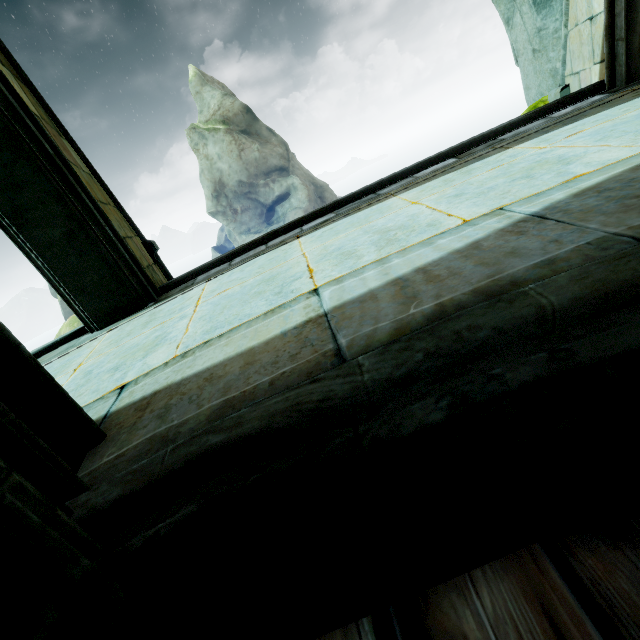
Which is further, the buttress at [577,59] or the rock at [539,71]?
the rock at [539,71]

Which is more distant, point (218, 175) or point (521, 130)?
point (218, 175)

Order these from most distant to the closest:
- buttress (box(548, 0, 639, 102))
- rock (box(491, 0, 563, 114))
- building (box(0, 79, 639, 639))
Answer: rock (box(491, 0, 563, 114)) < buttress (box(548, 0, 639, 102)) < building (box(0, 79, 639, 639))

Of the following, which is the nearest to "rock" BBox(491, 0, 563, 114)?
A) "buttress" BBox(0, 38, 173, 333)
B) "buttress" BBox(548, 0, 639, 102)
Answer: "buttress" BBox(548, 0, 639, 102)

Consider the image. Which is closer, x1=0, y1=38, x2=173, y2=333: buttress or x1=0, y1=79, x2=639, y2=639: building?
x1=0, y1=79, x2=639, y2=639: building

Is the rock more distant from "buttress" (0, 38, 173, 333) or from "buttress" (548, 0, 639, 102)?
"buttress" (0, 38, 173, 333)

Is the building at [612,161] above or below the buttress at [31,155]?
below
